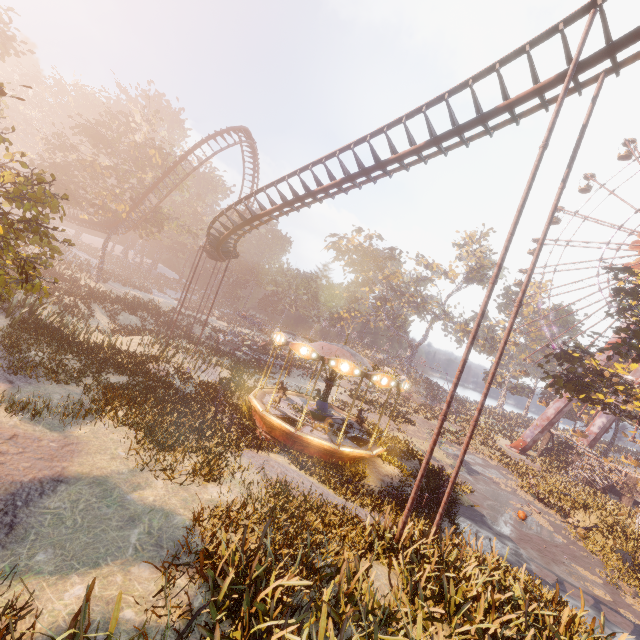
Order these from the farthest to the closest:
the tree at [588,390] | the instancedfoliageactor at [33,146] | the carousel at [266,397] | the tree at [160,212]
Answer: the tree at [160,212] < the tree at [588,390] < the carousel at [266,397] < the instancedfoliageactor at [33,146]

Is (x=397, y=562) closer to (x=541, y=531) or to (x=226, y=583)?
(x=226, y=583)

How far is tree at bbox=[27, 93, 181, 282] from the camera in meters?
33.3

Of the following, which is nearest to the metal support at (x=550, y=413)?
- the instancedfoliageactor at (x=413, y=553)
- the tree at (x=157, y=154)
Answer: the instancedfoliageactor at (x=413, y=553)

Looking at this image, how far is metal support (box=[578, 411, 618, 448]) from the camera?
38.81m

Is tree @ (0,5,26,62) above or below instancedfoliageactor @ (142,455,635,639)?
above

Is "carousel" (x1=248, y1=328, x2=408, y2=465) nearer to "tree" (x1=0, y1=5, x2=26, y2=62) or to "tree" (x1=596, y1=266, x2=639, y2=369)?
"tree" (x1=596, y1=266, x2=639, y2=369)

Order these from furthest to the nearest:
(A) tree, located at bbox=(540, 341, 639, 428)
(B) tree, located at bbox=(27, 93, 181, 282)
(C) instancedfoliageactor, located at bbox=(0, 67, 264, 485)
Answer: (B) tree, located at bbox=(27, 93, 181, 282) → (A) tree, located at bbox=(540, 341, 639, 428) → (C) instancedfoliageactor, located at bbox=(0, 67, 264, 485)
